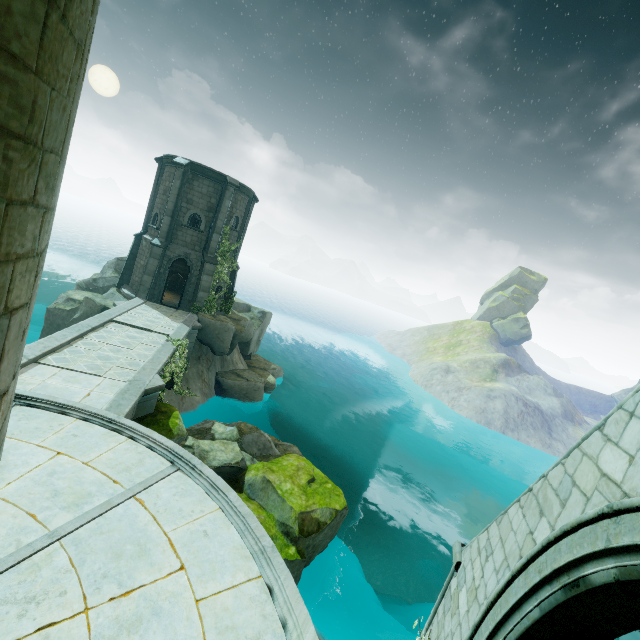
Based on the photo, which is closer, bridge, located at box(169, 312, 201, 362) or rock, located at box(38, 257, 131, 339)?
bridge, located at box(169, 312, 201, 362)

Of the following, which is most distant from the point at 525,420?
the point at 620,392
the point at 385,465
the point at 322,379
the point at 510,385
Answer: the point at 620,392

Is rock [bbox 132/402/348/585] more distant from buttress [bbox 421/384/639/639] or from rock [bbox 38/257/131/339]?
rock [bbox 38/257/131/339]

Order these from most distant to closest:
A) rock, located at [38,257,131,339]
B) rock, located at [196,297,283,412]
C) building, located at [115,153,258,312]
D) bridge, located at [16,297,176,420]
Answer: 1. rock, located at [196,297,283,412]
2. building, located at [115,153,258,312]
3. rock, located at [38,257,131,339]
4. bridge, located at [16,297,176,420]

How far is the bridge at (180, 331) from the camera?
17.19m

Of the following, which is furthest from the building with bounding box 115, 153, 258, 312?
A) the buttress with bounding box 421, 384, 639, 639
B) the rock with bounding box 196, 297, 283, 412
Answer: the buttress with bounding box 421, 384, 639, 639

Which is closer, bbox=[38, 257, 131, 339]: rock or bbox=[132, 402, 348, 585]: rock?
bbox=[132, 402, 348, 585]: rock

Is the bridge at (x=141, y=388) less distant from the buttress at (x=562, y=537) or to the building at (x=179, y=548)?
the building at (x=179, y=548)
